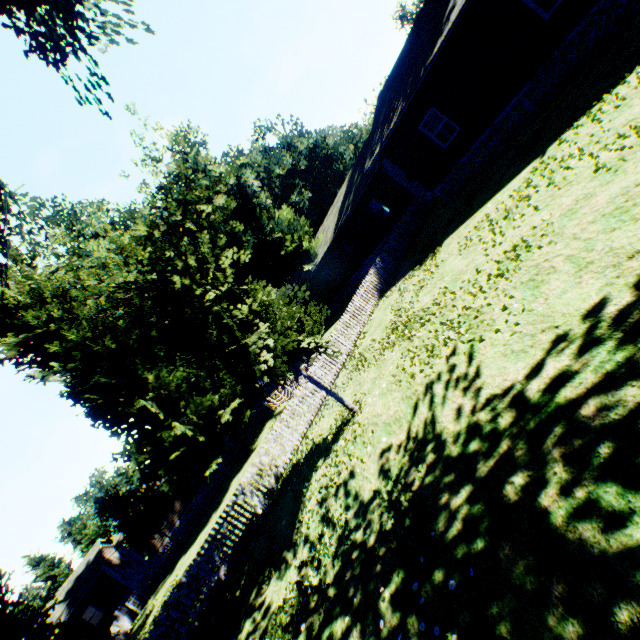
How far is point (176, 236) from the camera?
27.33m

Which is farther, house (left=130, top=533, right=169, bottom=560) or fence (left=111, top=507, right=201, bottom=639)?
house (left=130, top=533, right=169, bottom=560)

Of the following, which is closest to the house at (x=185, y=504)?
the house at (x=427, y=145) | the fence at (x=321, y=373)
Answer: the fence at (x=321, y=373)

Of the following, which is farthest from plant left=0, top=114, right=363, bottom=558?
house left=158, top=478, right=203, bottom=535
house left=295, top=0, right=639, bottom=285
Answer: house left=158, top=478, right=203, bottom=535

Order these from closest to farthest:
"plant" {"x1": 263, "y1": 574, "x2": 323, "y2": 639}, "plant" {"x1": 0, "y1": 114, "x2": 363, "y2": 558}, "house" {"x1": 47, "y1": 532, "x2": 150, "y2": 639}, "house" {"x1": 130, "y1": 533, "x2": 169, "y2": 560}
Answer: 1. "plant" {"x1": 263, "y1": 574, "x2": 323, "y2": 639}
2. "plant" {"x1": 0, "y1": 114, "x2": 363, "y2": 558}
3. "house" {"x1": 47, "y1": 532, "x2": 150, "y2": 639}
4. "house" {"x1": 130, "y1": 533, "x2": 169, "y2": 560}

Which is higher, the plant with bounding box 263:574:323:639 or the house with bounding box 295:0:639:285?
the house with bounding box 295:0:639:285

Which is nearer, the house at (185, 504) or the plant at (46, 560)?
the plant at (46, 560)

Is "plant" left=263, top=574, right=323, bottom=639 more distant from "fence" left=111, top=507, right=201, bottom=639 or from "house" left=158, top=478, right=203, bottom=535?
"house" left=158, top=478, right=203, bottom=535
